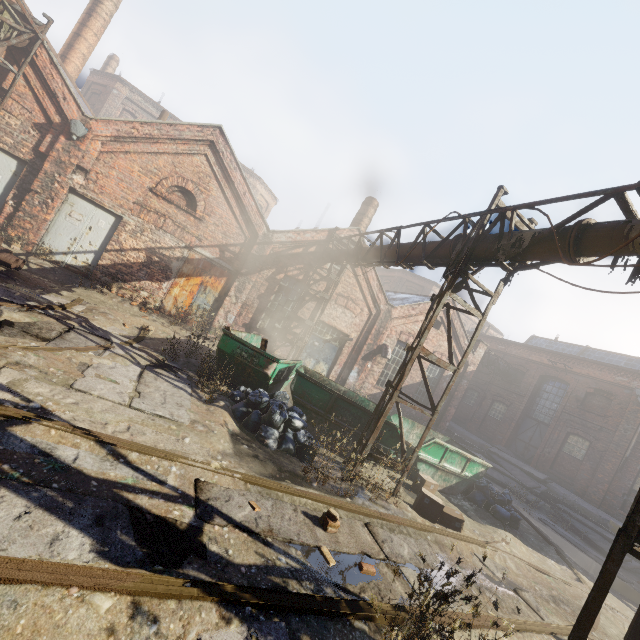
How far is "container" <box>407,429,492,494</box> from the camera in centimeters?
930cm

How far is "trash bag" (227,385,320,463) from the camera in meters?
6.5 m

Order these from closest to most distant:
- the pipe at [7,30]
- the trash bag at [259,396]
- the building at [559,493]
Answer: the trash bag at [259,396] → the pipe at [7,30] → the building at [559,493]

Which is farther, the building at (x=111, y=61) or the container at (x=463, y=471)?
the building at (x=111, y=61)

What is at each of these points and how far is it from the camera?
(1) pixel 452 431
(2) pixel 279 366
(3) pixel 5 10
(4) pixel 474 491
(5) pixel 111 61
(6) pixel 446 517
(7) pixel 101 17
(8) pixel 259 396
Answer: (1) building, 23.41m
(2) container, 8.29m
(3) pipe, 8.59m
(4) trash bag, 10.30m
(5) building, 29.97m
(6) carton, 7.24m
(7) building, 15.39m
(8) trash bag, 7.09m

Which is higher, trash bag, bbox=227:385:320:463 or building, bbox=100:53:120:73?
building, bbox=100:53:120:73

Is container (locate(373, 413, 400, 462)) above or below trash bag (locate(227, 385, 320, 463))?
above

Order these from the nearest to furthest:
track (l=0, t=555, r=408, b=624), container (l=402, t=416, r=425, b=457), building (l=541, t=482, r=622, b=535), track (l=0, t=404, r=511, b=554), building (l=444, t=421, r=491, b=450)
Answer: track (l=0, t=555, r=408, b=624) < track (l=0, t=404, r=511, b=554) < container (l=402, t=416, r=425, b=457) < building (l=541, t=482, r=622, b=535) < building (l=444, t=421, r=491, b=450)
